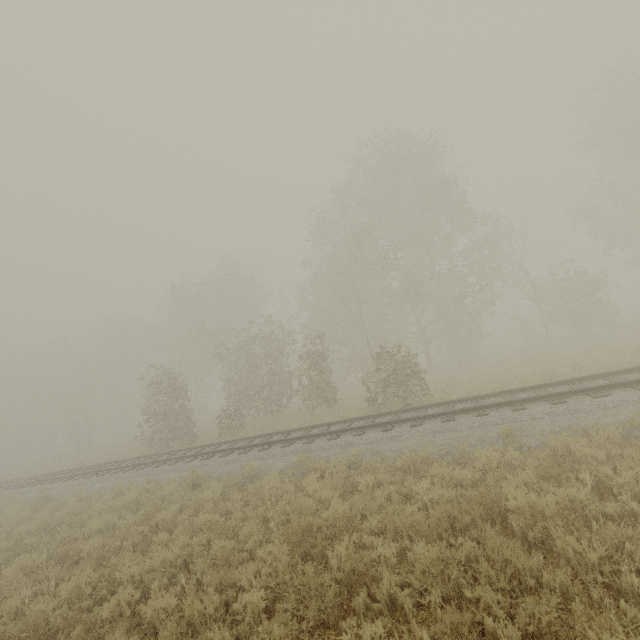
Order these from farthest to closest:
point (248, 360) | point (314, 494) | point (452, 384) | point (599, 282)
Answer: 1. point (599, 282)
2. point (248, 360)
3. point (452, 384)
4. point (314, 494)
